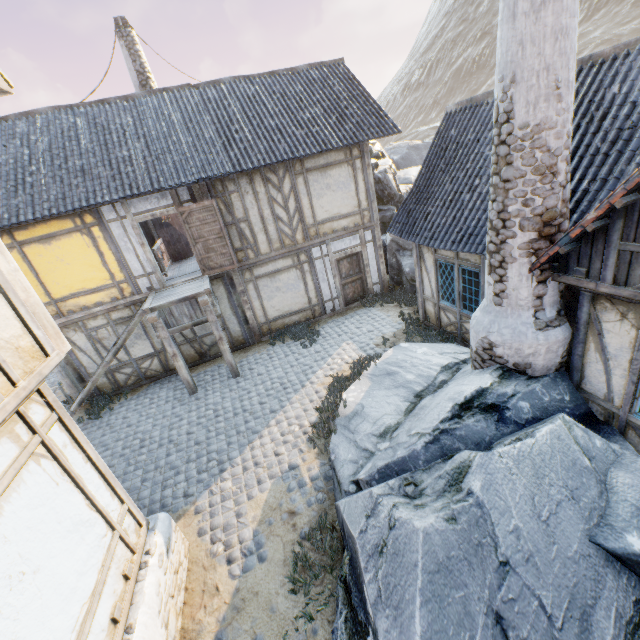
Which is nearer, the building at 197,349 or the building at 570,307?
the building at 570,307

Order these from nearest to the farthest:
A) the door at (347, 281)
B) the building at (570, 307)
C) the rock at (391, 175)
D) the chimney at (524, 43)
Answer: the chimney at (524, 43) → the building at (570, 307) → the door at (347, 281) → the rock at (391, 175)

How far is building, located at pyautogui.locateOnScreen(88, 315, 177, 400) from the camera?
10.7m

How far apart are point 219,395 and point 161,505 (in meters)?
3.46

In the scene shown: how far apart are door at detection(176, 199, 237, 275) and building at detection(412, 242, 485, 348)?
5.6m

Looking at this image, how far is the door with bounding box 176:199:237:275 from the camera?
9.80m

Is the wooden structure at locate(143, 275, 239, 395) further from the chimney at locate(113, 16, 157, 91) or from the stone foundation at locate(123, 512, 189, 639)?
the chimney at locate(113, 16, 157, 91)

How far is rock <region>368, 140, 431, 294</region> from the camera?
13.0m
